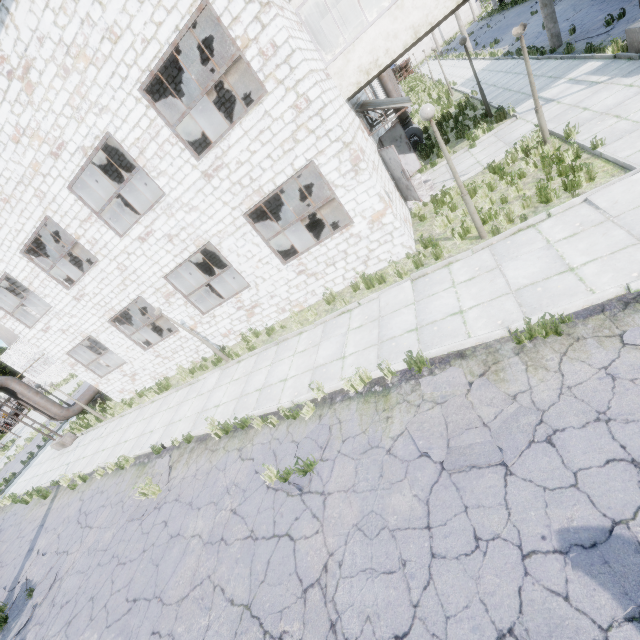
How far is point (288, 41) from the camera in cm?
730

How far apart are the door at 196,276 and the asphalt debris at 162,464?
14.7 meters

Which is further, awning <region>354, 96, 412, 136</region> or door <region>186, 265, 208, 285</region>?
door <region>186, 265, 208, 285</region>

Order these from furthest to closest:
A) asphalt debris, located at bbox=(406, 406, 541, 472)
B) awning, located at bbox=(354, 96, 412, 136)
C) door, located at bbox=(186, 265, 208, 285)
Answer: door, located at bbox=(186, 265, 208, 285)
awning, located at bbox=(354, 96, 412, 136)
asphalt debris, located at bbox=(406, 406, 541, 472)

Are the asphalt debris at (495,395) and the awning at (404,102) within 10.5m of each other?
yes

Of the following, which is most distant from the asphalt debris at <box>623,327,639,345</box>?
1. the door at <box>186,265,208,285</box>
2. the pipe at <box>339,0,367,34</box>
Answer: the door at <box>186,265,208,285</box>

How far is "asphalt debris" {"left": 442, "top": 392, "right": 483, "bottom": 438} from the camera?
4.9m

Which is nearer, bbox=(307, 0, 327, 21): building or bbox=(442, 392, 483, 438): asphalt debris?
bbox=(442, 392, 483, 438): asphalt debris
